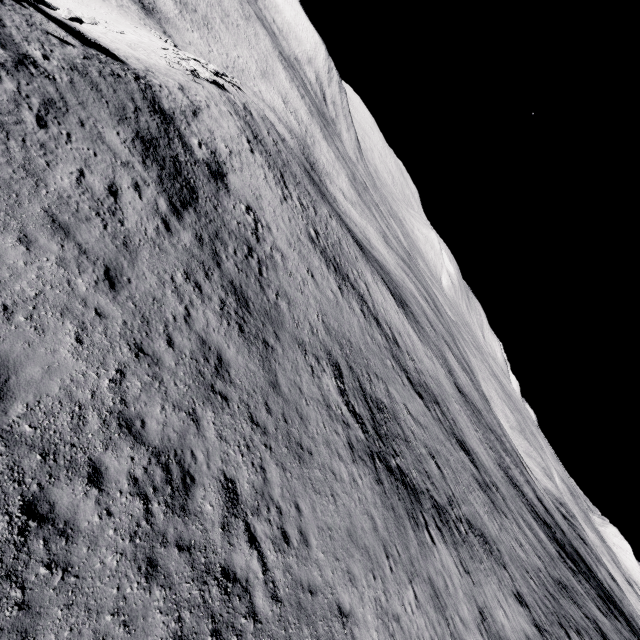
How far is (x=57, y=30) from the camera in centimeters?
1432cm
